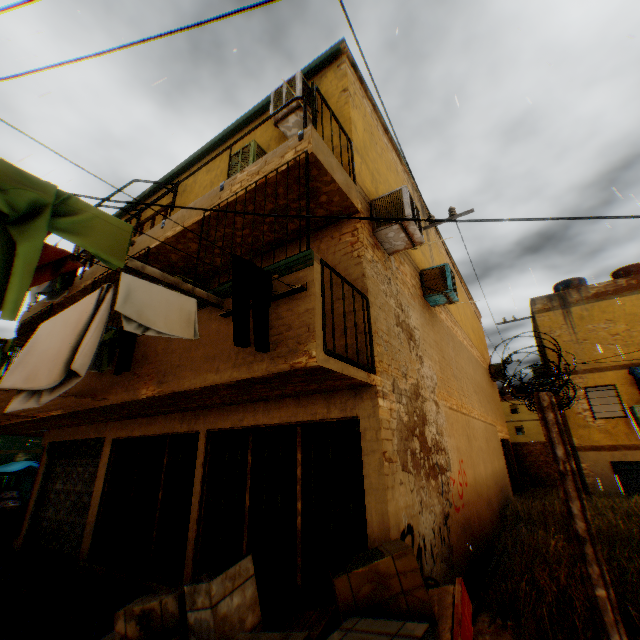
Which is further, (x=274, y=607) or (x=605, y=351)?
(x=605, y=351)

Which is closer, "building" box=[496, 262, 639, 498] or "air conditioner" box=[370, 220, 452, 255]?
"air conditioner" box=[370, 220, 452, 255]

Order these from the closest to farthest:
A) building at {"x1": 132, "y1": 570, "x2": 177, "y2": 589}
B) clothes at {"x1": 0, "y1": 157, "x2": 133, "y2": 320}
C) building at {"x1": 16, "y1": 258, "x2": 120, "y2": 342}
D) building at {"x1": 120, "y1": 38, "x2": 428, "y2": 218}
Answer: clothes at {"x1": 0, "y1": 157, "x2": 133, "y2": 320}
building at {"x1": 120, "y1": 38, "x2": 428, "y2": 218}
building at {"x1": 132, "y1": 570, "x2": 177, "y2": 589}
building at {"x1": 16, "y1": 258, "x2": 120, "y2": 342}

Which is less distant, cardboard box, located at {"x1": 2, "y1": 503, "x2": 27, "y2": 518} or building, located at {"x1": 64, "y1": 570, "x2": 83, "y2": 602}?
building, located at {"x1": 64, "y1": 570, "x2": 83, "y2": 602}

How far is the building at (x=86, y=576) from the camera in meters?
6.4 m

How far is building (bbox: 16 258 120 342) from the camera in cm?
737

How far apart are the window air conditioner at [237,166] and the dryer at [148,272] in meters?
3.4 m

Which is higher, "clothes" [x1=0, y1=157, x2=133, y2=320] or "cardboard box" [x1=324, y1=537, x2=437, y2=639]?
"clothes" [x1=0, y1=157, x2=133, y2=320]
